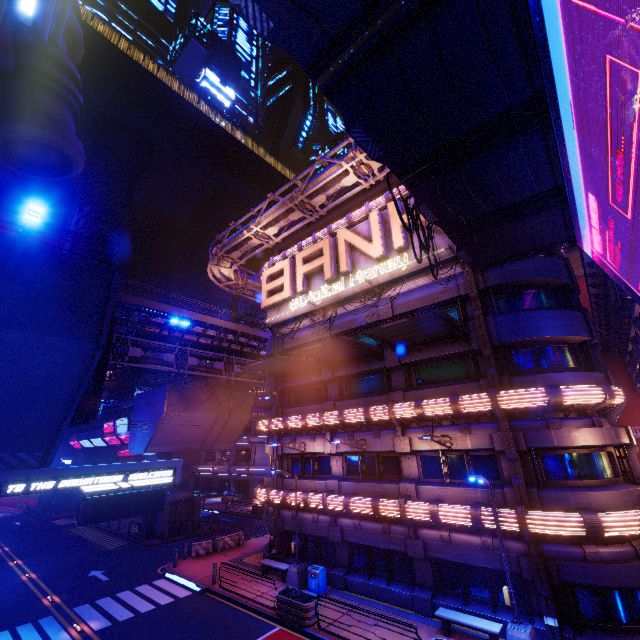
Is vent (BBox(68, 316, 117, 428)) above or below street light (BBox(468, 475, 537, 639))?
above

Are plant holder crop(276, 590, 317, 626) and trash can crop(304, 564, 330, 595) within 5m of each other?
yes

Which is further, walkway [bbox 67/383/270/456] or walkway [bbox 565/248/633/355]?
walkway [bbox 67/383/270/456]

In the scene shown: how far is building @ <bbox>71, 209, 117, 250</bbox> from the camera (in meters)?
57.09

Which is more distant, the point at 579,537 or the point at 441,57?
the point at 579,537

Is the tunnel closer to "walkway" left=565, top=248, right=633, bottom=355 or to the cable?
the cable

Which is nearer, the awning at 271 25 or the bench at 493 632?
the awning at 271 25

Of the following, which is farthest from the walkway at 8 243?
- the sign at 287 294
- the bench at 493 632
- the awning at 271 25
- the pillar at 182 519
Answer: the bench at 493 632
